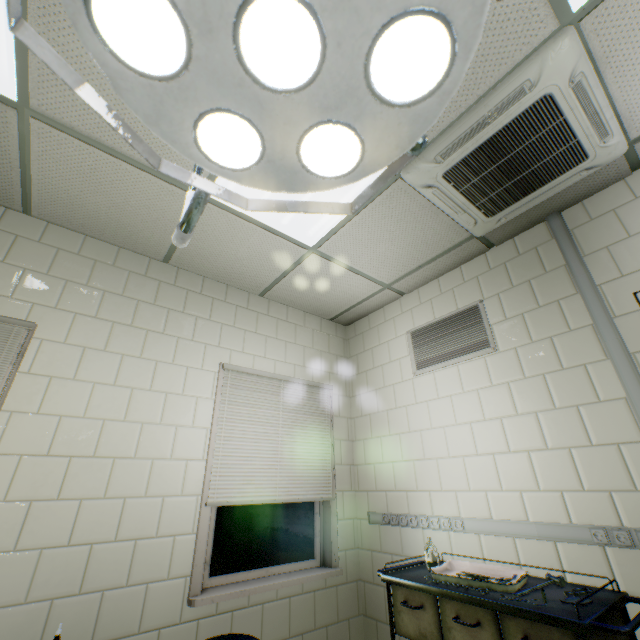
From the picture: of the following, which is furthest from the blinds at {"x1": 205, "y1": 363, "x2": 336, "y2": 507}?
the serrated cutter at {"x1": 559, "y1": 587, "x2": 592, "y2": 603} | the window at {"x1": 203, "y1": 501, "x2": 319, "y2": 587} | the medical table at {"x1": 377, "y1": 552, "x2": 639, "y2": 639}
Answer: the serrated cutter at {"x1": 559, "y1": 587, "x2": 592, "y2": 603}

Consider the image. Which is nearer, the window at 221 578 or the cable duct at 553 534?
the cable duct at 553 534

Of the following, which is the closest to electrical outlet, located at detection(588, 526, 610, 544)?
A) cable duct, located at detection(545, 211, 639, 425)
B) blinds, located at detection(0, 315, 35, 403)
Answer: cable duct, located at detection(545, 211, 639, 425)

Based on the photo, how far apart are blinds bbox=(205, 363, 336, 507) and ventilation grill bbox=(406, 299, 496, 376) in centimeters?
96cm

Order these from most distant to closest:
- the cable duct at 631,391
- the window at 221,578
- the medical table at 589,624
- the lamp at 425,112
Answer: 1. the window at 221,578
2. the cable duct at 631,391
3. the medical table at 589,624
4. the lamp at 425,112

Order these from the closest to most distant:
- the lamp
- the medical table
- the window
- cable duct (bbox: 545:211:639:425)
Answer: the lamp < the medical table < cable duct (bbox: 545:211:639:425) < the window

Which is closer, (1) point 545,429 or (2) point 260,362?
(1) point 545,429

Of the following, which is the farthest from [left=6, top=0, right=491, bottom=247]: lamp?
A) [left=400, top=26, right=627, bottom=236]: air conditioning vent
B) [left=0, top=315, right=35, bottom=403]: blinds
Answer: [left=0, top=315, right=35, bottom=403]: blinds
